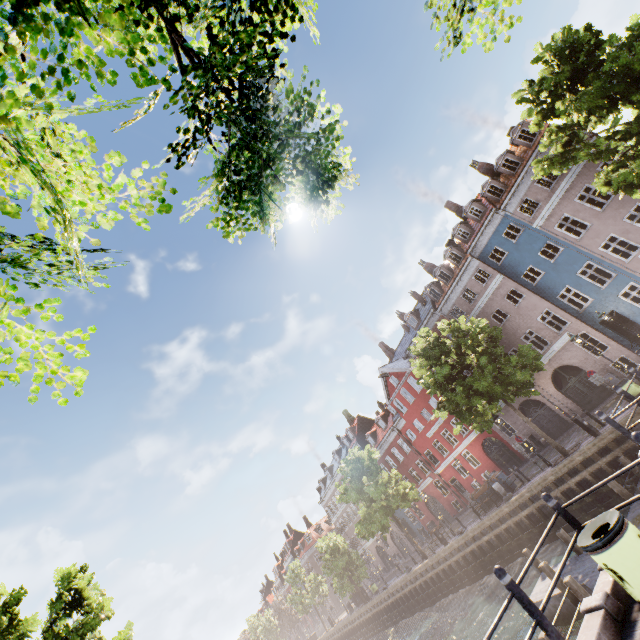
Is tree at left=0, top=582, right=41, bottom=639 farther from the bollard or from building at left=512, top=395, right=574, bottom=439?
the bollard

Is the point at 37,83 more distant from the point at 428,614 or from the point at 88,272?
the point at 428,614

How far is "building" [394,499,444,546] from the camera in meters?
Result: 37.4

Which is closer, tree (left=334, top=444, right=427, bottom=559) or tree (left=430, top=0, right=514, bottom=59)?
tree (left=430, top=0, right=514, bottom=59)

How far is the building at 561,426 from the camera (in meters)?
24.72

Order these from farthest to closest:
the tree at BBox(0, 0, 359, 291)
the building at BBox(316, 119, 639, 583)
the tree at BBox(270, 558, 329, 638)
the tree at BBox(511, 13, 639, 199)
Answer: the tree at BBox(270, 558, 329, 638) < the building at BBox(316, 119, 639, 583) < the tree at BBox(511, 13, 639, 199) < the tree at BBox(0, 0, 359, 291)

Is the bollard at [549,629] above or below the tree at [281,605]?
below

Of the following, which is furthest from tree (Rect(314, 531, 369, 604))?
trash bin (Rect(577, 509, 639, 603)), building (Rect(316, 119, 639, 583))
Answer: trash bin (Rect(577, 509, 639, 603))
